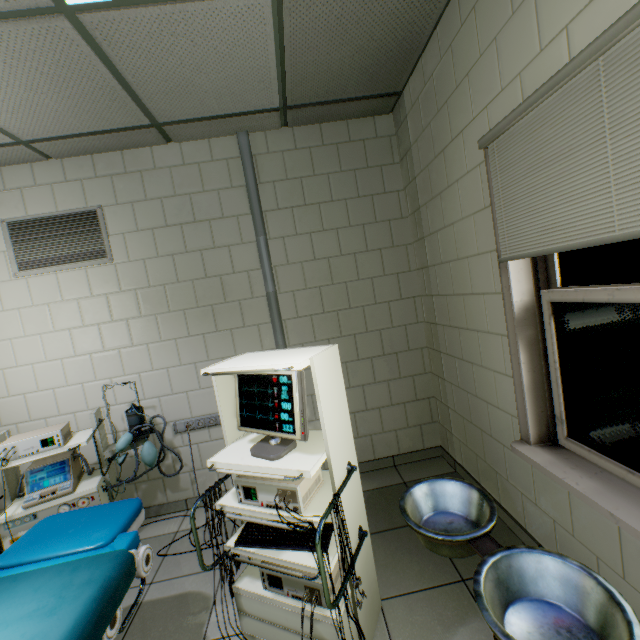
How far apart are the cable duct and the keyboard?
1.35m

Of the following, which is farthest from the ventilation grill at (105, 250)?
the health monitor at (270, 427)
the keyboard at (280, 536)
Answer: the keyboard at (280, 536)

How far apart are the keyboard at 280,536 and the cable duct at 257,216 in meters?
1.4 m

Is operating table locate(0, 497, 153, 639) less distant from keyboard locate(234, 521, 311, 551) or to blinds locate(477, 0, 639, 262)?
keyboard locate(234, 521, 311, 551)

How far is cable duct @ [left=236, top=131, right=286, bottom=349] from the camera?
2.8m

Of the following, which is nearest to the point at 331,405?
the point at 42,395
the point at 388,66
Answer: the point at 388,66

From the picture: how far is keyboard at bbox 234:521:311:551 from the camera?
1.4m

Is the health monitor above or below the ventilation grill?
below
